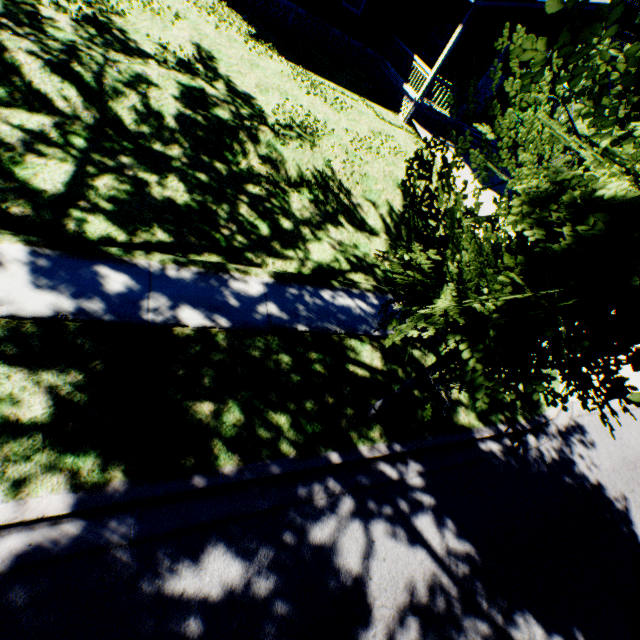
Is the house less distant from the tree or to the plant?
the tree

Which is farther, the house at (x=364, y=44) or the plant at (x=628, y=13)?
the plant at (x=628, y=13)

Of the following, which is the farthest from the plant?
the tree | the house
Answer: the tree

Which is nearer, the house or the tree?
the tree

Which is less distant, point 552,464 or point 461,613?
point 461,613

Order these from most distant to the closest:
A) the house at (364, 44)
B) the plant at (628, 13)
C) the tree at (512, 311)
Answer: the plant at (628, 13), the house at (364, 44), the tree at (512, 311)
